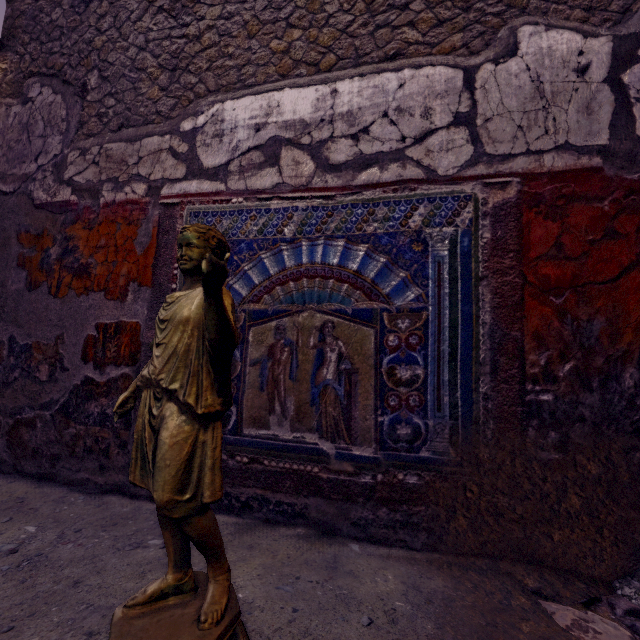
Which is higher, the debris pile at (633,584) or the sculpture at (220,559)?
the sculpture at (220,559)

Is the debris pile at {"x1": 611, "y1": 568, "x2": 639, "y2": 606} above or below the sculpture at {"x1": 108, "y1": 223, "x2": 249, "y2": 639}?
below

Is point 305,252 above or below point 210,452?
above
